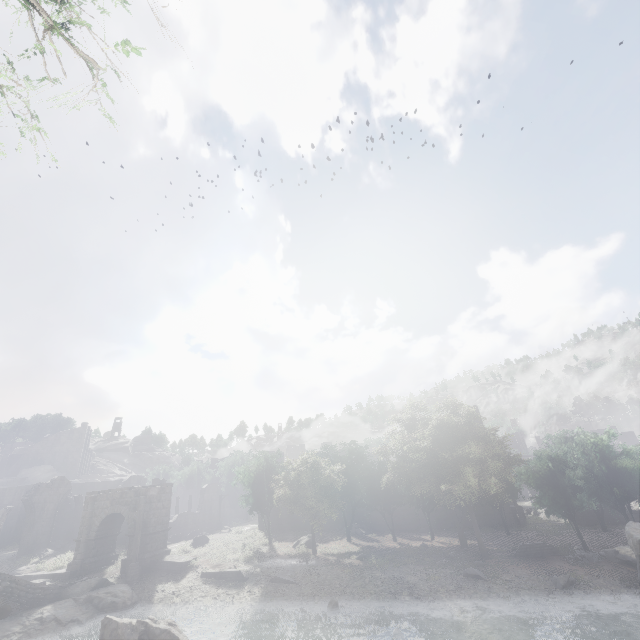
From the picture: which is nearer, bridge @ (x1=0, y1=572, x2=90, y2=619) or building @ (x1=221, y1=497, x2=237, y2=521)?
bridge @ (x1=0, y1=572, x2=90, y2=619)

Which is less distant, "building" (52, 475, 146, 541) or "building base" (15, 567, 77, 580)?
"building base" (15, 567, 77, 580)

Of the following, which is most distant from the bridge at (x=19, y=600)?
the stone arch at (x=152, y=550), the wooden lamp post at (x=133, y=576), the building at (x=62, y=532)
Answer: the building at (x=62, y=532)

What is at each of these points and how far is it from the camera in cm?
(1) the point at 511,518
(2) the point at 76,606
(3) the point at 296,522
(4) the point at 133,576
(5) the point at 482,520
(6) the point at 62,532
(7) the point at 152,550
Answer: (1) building, 3741
(2) rock, 2045
(3) building, 4022
(4) wooden lamp post, 2438
(5) building, 3794
(6) building, 3997
(7) stone arch, 2752

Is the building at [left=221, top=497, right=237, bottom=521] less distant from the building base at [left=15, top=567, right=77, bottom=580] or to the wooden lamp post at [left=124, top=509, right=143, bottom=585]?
the building base at [left=15, top=567, right=77, bottom=580]

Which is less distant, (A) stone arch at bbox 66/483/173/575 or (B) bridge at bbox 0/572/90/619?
(B) bridge at bbox 0/572/90/619

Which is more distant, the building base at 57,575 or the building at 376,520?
the building at 376,520
